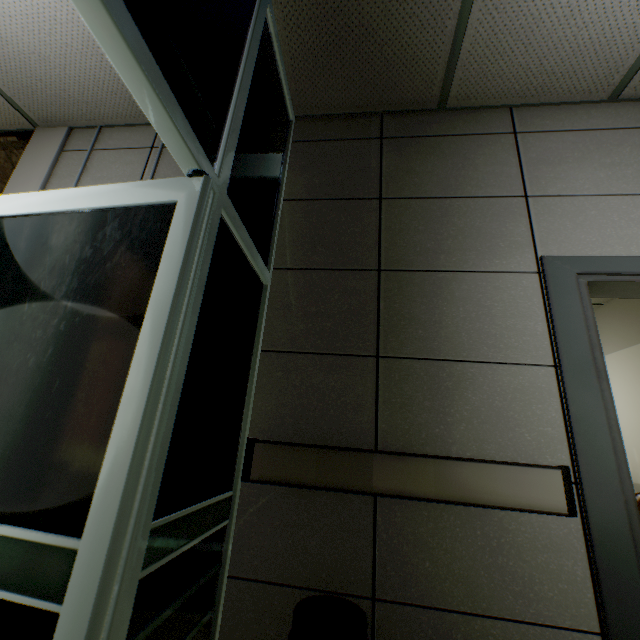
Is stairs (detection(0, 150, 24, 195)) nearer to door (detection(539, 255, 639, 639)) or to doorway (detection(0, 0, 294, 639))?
doorway (detection(0, 0, 294, 639))

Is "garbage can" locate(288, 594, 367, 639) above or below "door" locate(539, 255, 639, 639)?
below

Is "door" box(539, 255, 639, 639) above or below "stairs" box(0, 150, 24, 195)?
below

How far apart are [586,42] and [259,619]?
3.2m

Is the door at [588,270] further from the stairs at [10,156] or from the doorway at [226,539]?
the stairs at [10,156]

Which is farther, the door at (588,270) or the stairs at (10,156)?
the stairs at (10,156)

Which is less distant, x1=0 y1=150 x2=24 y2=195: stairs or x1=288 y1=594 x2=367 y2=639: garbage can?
A: x1=288 y1=594 x2=367 y2=639: garbage can

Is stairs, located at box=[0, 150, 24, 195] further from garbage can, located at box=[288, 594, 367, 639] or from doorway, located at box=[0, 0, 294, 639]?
garbage can, located at box=[288, 594, 367, 639]
